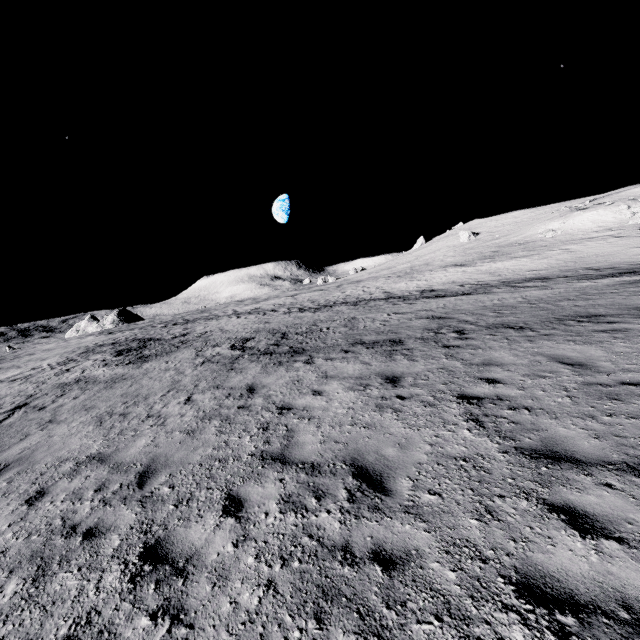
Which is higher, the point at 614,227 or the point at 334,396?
the point at 614,227
